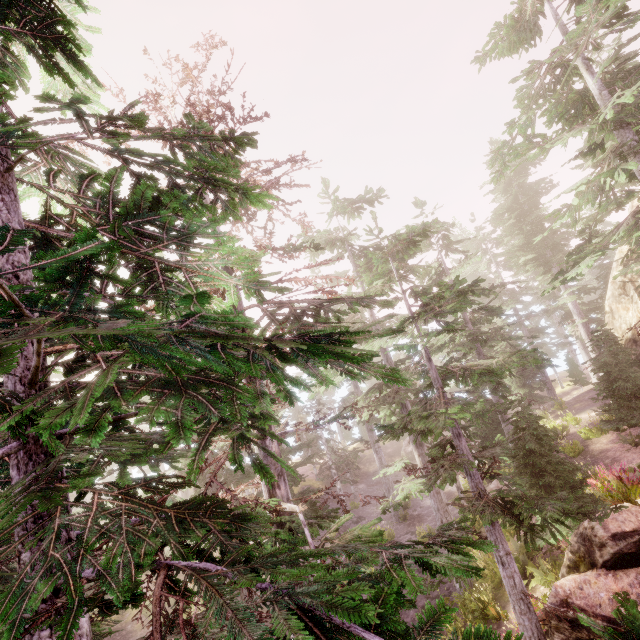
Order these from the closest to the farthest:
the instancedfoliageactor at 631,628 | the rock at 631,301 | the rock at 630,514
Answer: the instancedfoliageactor at 631,628
the rock at 630,514
the rock at 631,301

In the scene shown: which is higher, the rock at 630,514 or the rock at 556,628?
the rock at 630,514

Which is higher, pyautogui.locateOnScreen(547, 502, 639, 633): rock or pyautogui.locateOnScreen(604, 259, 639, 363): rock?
pyautogui.locateOnScreen(604, 259, 639, 363): rock

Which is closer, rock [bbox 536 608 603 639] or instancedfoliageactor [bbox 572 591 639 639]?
instancedfoliageactor [bbox 572 591 639 639]

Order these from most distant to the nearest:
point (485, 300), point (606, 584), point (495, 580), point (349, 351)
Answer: point (485, 300) → point (495, 580) → point (606, 584) → point (349, 351)

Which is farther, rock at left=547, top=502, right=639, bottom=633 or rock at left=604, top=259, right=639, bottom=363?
rock at left=604, top=259, right=639, bottom=363

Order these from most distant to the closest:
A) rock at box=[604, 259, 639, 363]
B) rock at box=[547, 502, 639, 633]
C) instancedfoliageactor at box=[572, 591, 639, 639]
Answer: rock at box=[604, 259, 639, 363]
rock at box=[547, 502, 639, 633]
instancedfoliageactor at box=[572, 591, 639, 639]
